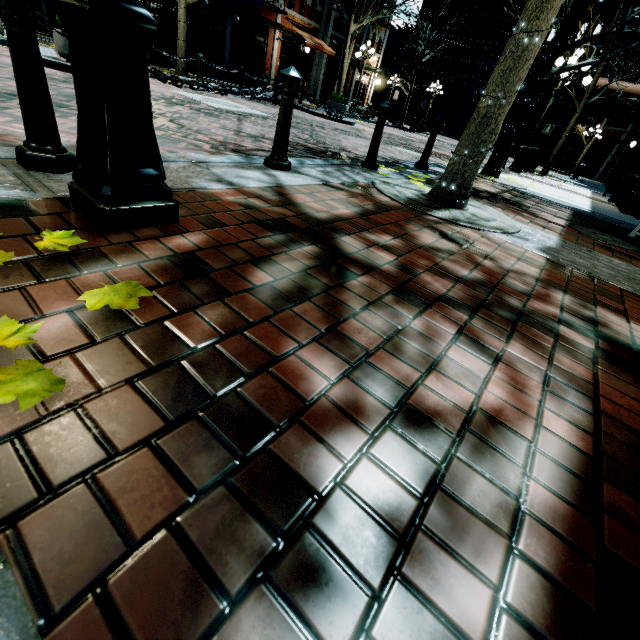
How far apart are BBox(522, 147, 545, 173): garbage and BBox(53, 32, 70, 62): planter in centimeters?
1463cm

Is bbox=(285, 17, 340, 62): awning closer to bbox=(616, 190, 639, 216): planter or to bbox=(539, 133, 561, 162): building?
bbox=(539, 133, 561, 162): building

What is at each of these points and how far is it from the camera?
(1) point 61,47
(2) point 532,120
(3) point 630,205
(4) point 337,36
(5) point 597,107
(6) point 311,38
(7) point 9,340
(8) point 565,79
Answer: (1) planter, 6.92m
(2) awning, 33.72m
(3) planter, 8.41m
(4) building, 22.33m
(5) awning, 14.93m
(6) awning, 20.02m
(7) leaves, 0.88m
(8) light, 10.45m

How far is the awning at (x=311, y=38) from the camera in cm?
1929

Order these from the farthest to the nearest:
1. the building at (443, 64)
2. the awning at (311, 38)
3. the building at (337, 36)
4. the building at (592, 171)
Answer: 1. the building at (443, 64)
2. the building at (592, 171)
3. the awning at (311, 38)
4. the building at (337, 36)

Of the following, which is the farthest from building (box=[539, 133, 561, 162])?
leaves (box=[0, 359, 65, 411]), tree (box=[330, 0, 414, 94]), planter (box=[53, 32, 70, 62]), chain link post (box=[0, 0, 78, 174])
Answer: planter (box=[53, 32, 70, 62])

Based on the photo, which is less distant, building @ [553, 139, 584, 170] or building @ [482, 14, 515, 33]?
building @ [553, 139, 584, 170]

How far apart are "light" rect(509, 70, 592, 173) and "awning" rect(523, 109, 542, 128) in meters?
29.0
